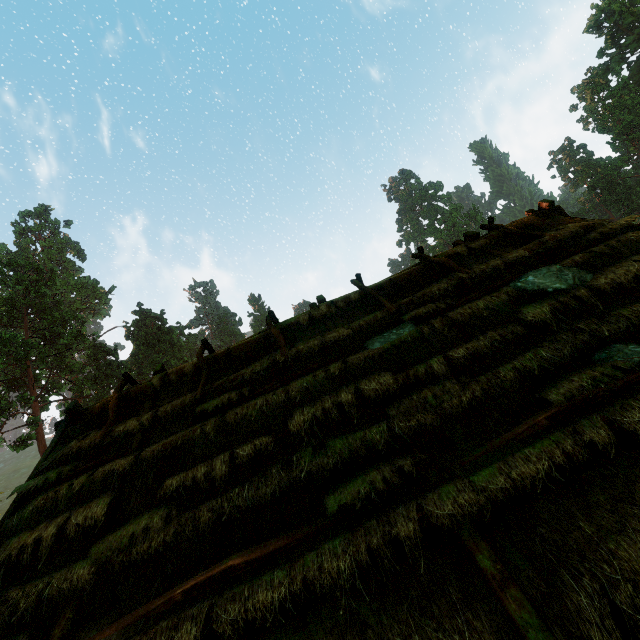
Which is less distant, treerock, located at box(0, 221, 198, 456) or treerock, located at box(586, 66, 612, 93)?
treerock, located at box(0, 221, 198, 456)

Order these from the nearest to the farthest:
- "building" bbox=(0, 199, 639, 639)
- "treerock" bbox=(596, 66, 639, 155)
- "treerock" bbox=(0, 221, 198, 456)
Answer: "building" bbox=(0, 199, 639, 639) → "treerock" bbox=(0, 221, 198, 456) → "treerock" bbox=(596, 66, 639, 155)

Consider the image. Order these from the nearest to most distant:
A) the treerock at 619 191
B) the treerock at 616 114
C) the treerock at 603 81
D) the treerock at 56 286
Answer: the treerock at 56 286, the treerock at 616 114, the treerock at 619 191, the treerock at 603 81

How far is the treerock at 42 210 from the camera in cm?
5862

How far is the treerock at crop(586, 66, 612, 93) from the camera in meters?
58.6 m

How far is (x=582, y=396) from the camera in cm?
333

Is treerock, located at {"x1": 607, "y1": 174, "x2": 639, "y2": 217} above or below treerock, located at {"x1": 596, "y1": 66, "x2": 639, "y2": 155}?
below
